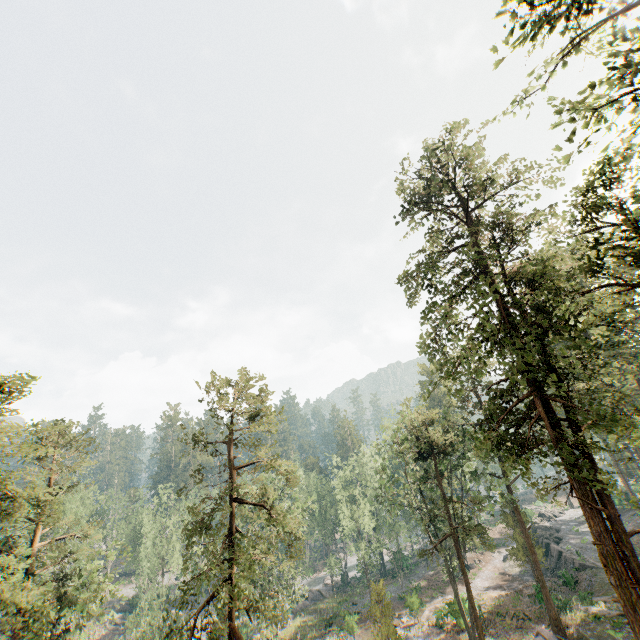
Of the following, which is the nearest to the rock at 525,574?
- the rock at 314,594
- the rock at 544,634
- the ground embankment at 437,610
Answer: the ground embankment at 437,610

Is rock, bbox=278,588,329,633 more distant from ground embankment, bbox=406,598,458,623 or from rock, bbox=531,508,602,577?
rock, bbox=531,508,602,577

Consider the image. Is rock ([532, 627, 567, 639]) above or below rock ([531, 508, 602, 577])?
above

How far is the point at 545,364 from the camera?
17.1m

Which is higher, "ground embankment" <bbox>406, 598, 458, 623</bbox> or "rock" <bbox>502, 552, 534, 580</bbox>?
"ground embankment" <bbox>406, 598, 458, 623</bbox>

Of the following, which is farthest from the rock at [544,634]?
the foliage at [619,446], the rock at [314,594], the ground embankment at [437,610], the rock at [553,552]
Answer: the rock at [314,594]

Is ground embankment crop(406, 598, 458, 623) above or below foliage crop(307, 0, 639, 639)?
below

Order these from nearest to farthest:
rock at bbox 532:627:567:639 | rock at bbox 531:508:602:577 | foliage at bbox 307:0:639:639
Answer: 1. foliage at bbox 307:0:639:639
2. rock at bbox 532:627:567:639
3. rock at bbox 531:508:602:577
